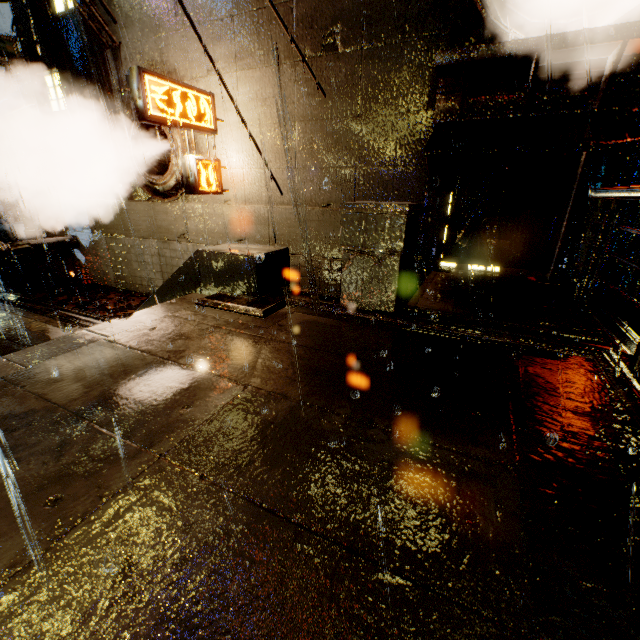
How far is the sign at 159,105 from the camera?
6.0m

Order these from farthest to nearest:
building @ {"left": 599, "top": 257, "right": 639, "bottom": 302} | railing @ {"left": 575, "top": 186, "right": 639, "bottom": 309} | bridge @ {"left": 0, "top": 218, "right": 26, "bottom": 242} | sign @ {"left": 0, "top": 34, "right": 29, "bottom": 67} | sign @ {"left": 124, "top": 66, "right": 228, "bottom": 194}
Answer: bridge @ {"left": 0, "top": 218, "right": 26, "bottom": 242}
sign @ {"left": 0, "top": 34, "right": 29, "bottom": 67}
sign @ {"left": 124, "top": 66, "right": 228, "bottom": 194}
building @ {"left": 599, "top": 257, "right": 639, "bottom": 302}
railing @ {"left": 575, "top": 186, "right": 639, "bottom": 309}

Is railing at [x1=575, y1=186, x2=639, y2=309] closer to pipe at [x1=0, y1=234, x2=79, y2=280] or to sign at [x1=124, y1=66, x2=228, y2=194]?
sign at [x1=124, y1=66, x2=228, y2=194]

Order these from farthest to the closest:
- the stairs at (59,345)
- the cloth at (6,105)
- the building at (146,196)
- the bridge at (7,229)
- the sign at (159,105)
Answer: the bridge at (7,229) < the cloth at (6,105) < the sign at (159,105) < the building at (146,196) < the stairs at (59,345)

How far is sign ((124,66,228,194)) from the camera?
6.0 meters

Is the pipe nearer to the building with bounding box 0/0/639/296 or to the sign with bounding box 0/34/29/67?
the building with bounding box 0/0/639/296

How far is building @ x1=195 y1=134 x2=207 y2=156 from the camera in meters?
8.2

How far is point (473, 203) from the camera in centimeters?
613cm
